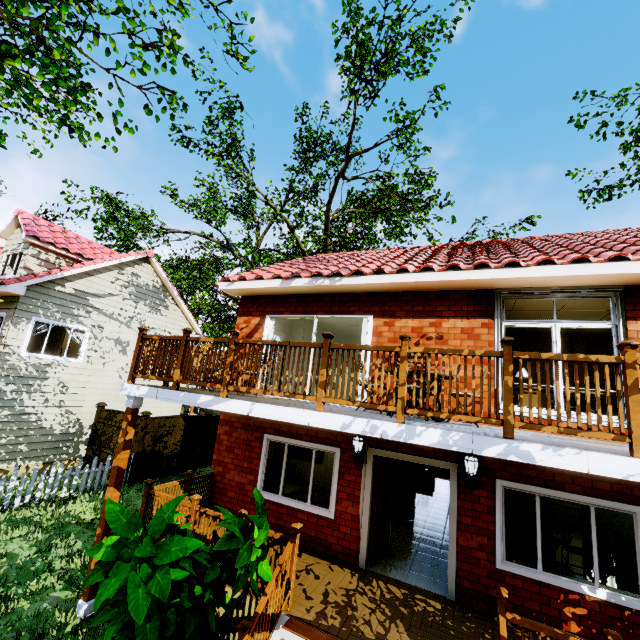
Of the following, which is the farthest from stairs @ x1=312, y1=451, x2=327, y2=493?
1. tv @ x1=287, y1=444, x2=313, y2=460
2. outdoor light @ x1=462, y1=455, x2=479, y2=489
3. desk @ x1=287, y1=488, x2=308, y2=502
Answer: outdoor light @ x1=462, y1=455, x2=479, y2=489

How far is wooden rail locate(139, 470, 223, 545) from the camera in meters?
5.8 m

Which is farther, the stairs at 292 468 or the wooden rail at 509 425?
the stairs at 292 468

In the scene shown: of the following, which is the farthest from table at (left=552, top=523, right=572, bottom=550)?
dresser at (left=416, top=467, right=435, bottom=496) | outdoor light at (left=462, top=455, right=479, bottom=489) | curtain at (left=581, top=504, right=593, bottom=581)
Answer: dresser at (left=416, top=467, right=435, bottom=496)

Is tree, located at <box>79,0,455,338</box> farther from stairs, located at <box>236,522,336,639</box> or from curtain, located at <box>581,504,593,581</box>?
curtain, located at <box>581,504,593,581</box>

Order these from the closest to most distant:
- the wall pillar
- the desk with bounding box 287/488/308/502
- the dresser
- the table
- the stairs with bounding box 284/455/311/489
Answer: the table, the desk with bounding box 287/488/308/502, the wall pillar, the stairs with bounding box 284/455/311/489, the dresser

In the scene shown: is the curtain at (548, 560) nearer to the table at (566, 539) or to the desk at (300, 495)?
the table at (566, 539)

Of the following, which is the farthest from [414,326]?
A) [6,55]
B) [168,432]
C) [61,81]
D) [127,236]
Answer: [127,236]
